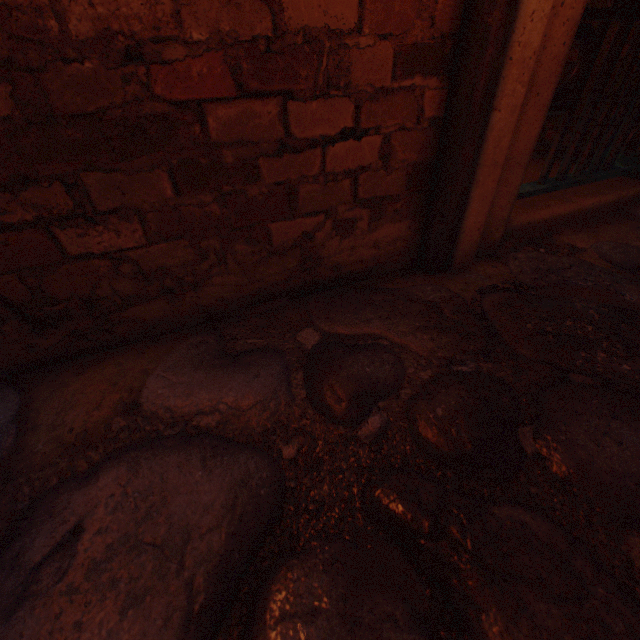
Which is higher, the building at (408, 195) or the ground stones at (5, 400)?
the building at (408, 195)

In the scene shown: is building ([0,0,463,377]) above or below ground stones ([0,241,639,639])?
above

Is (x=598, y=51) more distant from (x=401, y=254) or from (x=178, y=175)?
(x=178, y=175)
